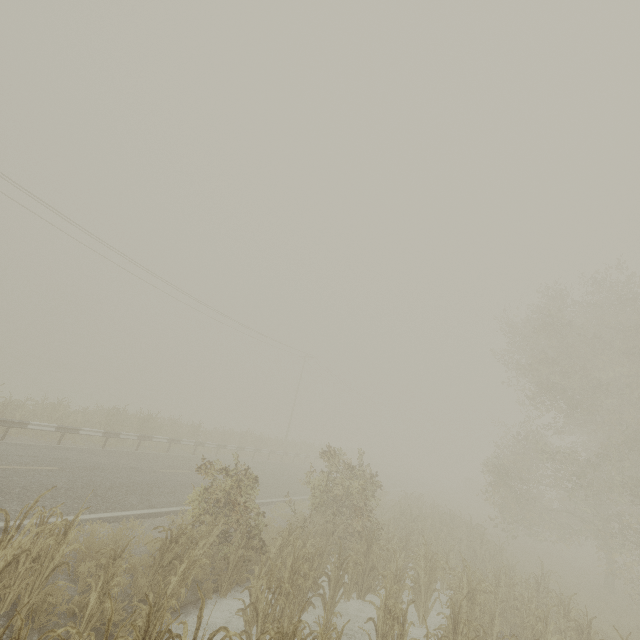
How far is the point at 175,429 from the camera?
22.0 meters
